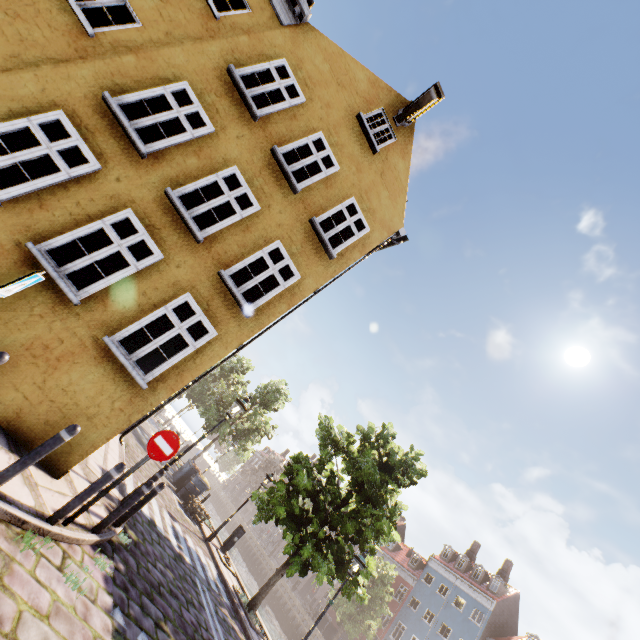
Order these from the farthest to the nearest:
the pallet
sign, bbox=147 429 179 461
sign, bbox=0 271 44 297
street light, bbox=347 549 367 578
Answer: the pallet → street light, bbox=347 549 367 578 → sign, bbox=147 429 179 461 → sign, bbox=0 271 44 297

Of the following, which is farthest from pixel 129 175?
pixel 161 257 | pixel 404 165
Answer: pixel 404 165

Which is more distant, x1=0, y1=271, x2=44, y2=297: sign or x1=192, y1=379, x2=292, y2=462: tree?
x1=192, y1=379, x2=292, y2=462: tree

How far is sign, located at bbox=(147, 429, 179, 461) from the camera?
5.6 meters

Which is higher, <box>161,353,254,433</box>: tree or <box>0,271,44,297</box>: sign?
<box>161,353,254,433</box>: tree

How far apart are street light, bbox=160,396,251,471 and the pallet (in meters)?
8.07

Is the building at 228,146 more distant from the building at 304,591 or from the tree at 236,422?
the building at 304,591

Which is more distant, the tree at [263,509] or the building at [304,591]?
the building at [304,591]
